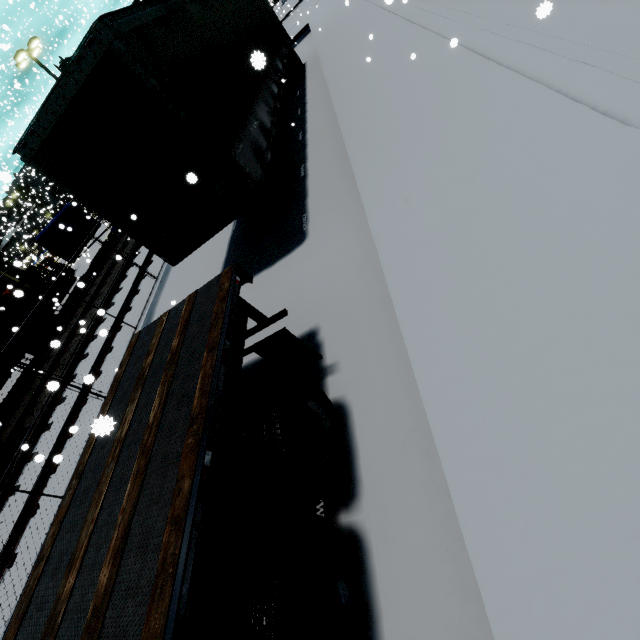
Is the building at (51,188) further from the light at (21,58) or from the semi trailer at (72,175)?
the light at (21,58)

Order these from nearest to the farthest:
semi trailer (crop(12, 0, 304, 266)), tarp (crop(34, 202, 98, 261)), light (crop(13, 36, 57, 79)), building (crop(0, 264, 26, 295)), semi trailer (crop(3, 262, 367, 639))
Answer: semi trailer (crop(3, 262, 367, 639)) < semi trailer (crop(12, 0, 304, 266)) < tarp (crop(34, 202, 98, 261)) < light (crop(13, 36, 57, 79)) < building (crop(0, 264, 26, 295))

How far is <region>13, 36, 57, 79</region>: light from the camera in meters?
20.3

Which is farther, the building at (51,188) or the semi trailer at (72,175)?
the building at (51,188)

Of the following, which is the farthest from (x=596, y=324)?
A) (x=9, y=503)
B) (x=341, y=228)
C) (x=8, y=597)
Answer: (x=9, y=503)

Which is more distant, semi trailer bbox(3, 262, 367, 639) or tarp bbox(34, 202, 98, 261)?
tarp bbox(34, 202, 98, 261)

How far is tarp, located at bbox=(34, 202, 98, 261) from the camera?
17.2 meters

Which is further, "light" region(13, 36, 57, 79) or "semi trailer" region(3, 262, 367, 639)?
"light" region(13, 36, 57, 79)
